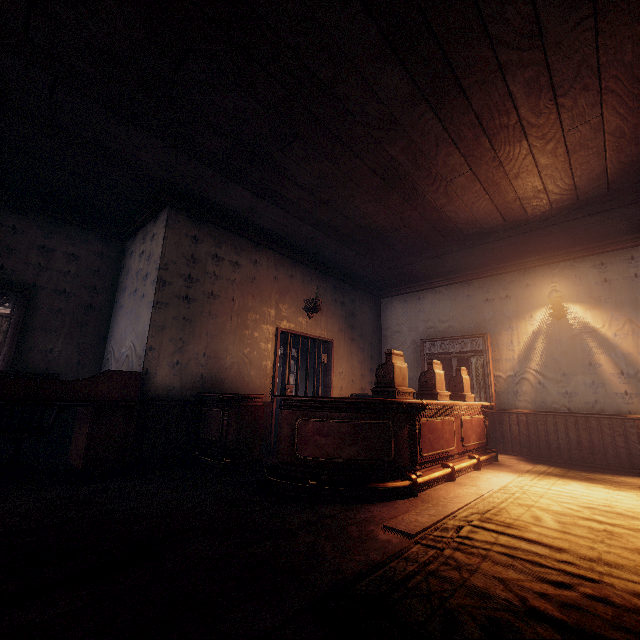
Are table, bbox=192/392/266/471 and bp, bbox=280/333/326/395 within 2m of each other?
yes

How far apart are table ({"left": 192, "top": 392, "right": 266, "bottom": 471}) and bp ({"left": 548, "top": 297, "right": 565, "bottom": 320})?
5.5m

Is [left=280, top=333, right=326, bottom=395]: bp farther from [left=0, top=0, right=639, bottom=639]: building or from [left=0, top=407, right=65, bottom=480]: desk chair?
[left=0, top=407, right=65, bottom=480]: desk chair

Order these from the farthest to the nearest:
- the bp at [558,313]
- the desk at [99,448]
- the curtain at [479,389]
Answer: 1. the curtain at [479,389]
2. the bp at [558,313]
3. the desk at [99,448]

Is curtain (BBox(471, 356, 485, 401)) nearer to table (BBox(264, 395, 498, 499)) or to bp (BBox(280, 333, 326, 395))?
table (BBox(264, 395, 498, 499))

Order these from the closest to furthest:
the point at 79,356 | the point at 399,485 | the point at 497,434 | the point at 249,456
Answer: the point at 399,485
the point at 249,456
the point at 79,356
the point at 497,434

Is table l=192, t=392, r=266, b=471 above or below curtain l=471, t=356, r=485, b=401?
below

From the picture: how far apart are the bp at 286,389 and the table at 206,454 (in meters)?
0.96
